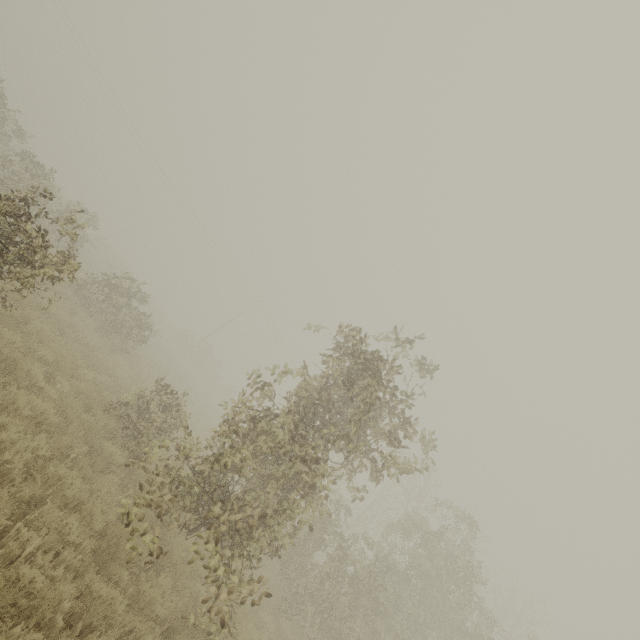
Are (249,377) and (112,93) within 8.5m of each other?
no
